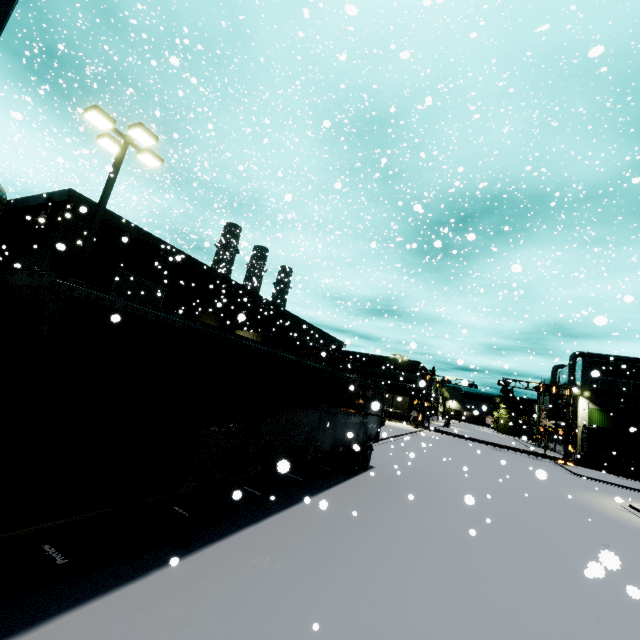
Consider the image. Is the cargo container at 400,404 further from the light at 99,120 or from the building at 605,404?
the light at 99,120

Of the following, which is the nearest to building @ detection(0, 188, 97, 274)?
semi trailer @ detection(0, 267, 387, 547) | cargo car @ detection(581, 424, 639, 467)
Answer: semi trailer @ detection(0, 267, 387, 547)

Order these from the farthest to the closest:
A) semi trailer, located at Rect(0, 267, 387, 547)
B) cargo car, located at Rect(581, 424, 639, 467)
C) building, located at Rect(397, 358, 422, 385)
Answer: building, located at Rect(397, 358, 422, 385) < cargo car, located at Rect(581, 424, 639, 467) < semi trailer, located at Rect(0, 267, 387, 547)

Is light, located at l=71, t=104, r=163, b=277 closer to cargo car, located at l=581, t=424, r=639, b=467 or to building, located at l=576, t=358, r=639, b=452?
building, located at l=576, t=358, r=639, b=452

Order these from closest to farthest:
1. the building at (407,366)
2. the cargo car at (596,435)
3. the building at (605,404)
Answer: the cargo car at (596,435)
the building at (605,404)
the building at (407,366)

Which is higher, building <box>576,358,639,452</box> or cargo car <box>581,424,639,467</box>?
building <box>576,358,639,452</box>

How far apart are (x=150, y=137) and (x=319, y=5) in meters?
7.6 m

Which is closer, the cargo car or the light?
the light
